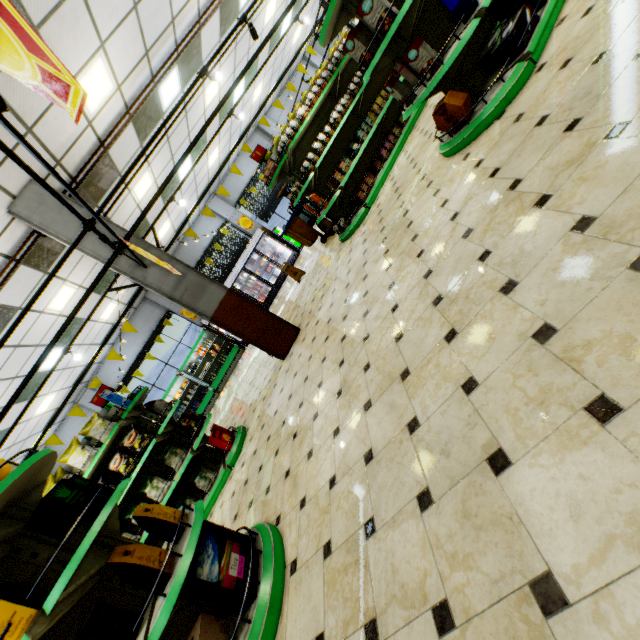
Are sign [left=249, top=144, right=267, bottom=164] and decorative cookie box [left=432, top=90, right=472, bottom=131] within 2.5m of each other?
no

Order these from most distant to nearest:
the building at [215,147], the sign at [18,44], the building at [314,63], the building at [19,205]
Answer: the building at [314,63], the building at [215,147], the building at [19,205], the sign at [18,44]

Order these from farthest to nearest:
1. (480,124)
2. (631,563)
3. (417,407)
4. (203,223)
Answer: (203,223), (480,124), (417,407), (631,563)

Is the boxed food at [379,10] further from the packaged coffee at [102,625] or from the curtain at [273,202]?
the curtain at [273,202]

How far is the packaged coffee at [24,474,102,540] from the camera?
2.0m

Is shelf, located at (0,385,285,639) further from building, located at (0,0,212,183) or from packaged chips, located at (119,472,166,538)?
packaged chips, located at (119,472,166,538)

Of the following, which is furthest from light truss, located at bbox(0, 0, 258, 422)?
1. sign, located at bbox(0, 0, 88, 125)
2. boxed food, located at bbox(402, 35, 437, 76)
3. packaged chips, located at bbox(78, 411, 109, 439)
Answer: boxed food, located at bbox(402, 35, 437, 76)

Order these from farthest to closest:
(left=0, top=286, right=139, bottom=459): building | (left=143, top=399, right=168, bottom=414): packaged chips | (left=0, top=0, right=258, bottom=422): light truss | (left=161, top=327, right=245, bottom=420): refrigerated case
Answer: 1. (left=161, top=327, right=245, bottom=420): refrigerated case
2. (left=0, top=286, right=139, bottom=459): building
3. (left=143, top=399, right=168, bottom=414): packaged chips
4. (left=0, top=0, right=258, bottom=422): light truss
